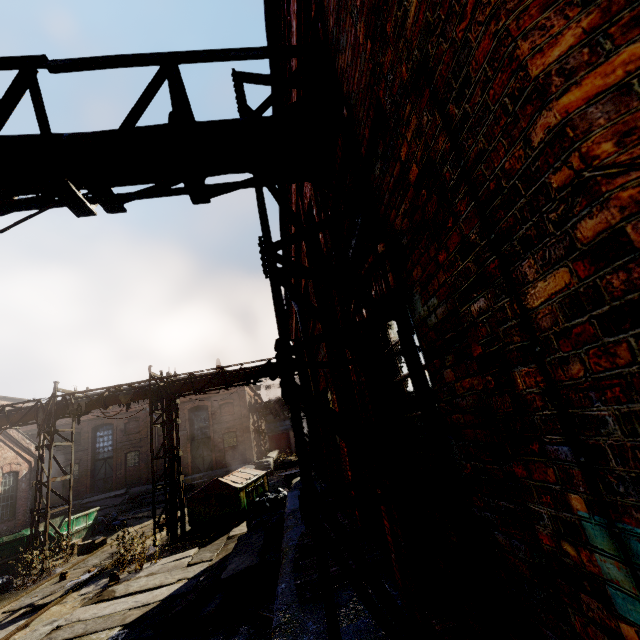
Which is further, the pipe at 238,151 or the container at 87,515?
the container at 87,515

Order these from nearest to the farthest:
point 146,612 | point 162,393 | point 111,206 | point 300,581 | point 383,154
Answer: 1. point 383,154
2. point 111,206
3. point 300,581
4. point 146,612
5. point 162,393

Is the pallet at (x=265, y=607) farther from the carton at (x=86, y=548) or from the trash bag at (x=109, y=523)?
the trash bag at (x=109, y=523)

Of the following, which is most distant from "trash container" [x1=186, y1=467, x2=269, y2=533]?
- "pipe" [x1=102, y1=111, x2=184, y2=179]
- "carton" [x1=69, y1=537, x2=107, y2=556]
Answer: "carton" [x1=69, y1=537, x2=107, y2=556]

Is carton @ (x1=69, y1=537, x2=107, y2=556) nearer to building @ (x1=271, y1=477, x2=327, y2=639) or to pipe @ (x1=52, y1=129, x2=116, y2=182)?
pipe @ (x1=52, y1=129, x2=116, y2=182)

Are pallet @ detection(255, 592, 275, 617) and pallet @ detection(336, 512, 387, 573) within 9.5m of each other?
yes

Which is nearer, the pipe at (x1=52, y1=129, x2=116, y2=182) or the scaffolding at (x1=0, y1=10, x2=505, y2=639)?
the scaffolding at (x1=0, y1=10, x2=505, y2=639)

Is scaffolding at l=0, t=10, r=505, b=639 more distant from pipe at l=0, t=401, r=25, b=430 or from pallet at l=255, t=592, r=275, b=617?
pallet at l=255, t=592, r=275, b=617
